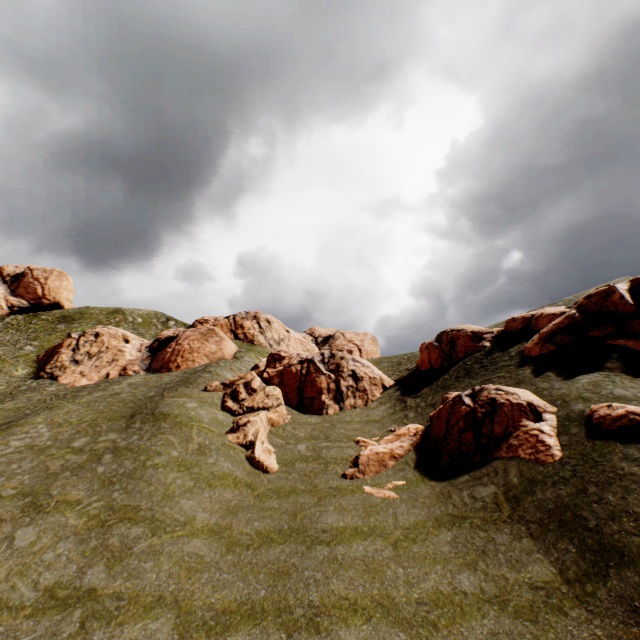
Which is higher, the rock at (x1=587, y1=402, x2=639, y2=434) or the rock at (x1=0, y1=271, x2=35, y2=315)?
the rock at (x1=0, y1=271, x2=35, y2=315)

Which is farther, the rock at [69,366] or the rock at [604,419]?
the rock at [69,366]

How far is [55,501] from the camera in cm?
1388

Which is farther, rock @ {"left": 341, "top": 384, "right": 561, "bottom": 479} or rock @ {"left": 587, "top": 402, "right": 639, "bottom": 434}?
rock @ {"left": 341, "top": 384, "right": 561, "bottom": 479}

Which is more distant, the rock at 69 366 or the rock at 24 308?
the rock at 24 308

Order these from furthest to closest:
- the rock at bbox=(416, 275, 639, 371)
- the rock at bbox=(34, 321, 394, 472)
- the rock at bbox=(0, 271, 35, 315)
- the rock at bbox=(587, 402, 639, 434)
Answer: the rock at bbox=(0, 271, 35, 315), the rock at bbox=(34, 321, 394, 472), the rock at bbox=(416, 275, 639, 371), the rock at bbox=(587, 402, 639, 434)

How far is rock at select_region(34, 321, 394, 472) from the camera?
22.9m

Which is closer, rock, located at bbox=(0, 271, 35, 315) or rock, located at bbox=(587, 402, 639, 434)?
rock, located at bbox=(587, 402, 639, 434)
